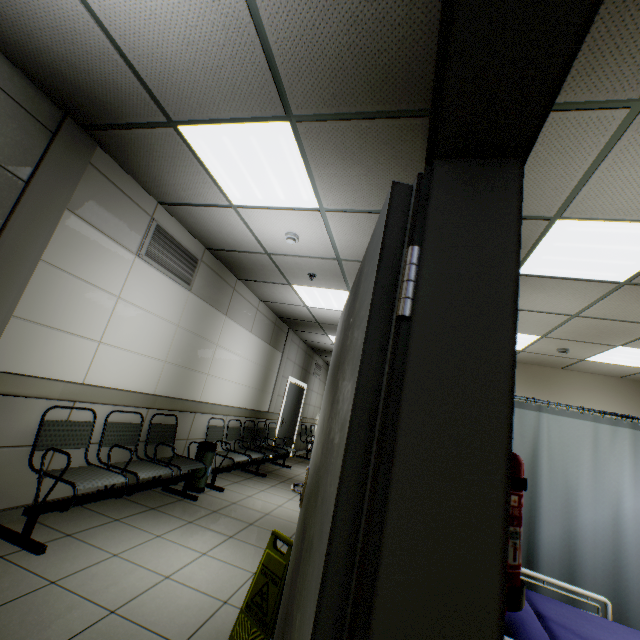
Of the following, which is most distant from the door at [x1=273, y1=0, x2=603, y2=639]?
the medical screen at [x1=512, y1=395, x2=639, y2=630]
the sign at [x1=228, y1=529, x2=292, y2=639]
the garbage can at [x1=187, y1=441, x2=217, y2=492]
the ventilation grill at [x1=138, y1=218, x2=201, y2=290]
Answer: the garbage can at [x1=187, y1=441, x2=217, y2=492]

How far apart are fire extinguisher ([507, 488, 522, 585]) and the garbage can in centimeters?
438cm

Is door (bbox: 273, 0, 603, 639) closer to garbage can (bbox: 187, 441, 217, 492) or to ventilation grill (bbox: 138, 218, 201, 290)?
ventilation grill (bbox: 138, 218, 201, 290)

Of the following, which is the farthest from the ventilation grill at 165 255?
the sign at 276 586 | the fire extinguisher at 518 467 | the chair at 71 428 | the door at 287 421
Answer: the door at 287 421

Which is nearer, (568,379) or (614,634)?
(614,634)

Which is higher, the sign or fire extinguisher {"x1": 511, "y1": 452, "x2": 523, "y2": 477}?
fire extinguisher {"x1": 511, "y1": 452, "x2": 523, "y2": 477}

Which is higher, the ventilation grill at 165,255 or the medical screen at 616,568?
the ventilation grill at 165,255

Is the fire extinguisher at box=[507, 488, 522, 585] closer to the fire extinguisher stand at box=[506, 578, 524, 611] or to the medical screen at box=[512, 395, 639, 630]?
the fire extinguisher stand at box=[506, 578, 524, 611]
